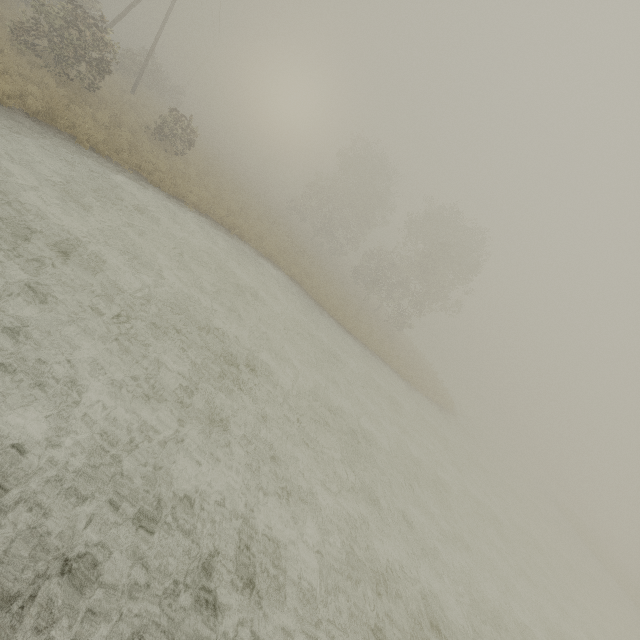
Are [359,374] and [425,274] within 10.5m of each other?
no
